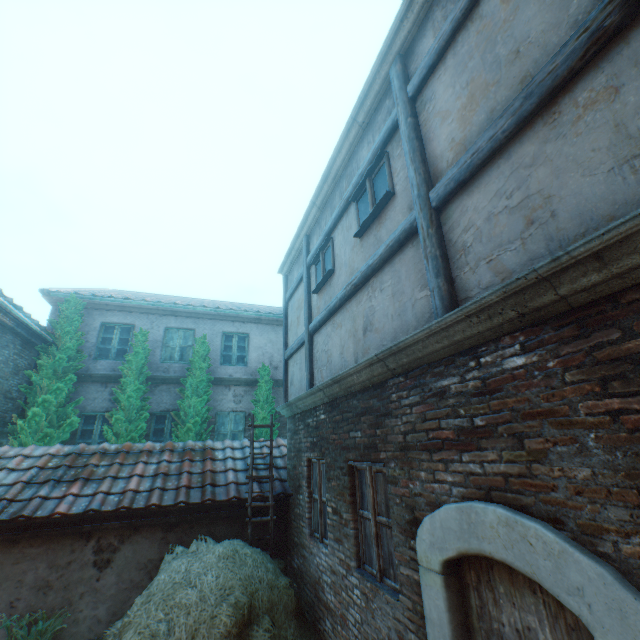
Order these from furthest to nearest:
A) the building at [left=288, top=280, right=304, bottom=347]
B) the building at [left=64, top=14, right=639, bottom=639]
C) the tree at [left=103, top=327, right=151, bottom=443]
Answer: the tree at [left=103, top=327, right=151, bottom=443] < the building at [left=288, top=280, right=304, bottom=347] < the building at [left=64, top=14, right=639, bottom=639]

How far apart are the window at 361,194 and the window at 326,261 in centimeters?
96cm

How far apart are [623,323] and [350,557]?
4.29m

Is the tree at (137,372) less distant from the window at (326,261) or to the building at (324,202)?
the building at (324,202)

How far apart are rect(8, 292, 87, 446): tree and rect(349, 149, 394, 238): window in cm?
925

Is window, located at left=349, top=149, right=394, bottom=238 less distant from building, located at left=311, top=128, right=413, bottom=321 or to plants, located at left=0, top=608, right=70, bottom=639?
building, located at left=311, top=128, right=413, bottom=321

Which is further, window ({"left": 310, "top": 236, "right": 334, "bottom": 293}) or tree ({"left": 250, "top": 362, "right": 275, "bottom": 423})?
tree ({"left": 250, "top": 362, "right": 275, "bottom": 423})

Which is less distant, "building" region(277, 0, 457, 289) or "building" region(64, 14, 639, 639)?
"building" region(64, 14, 639, 639)
